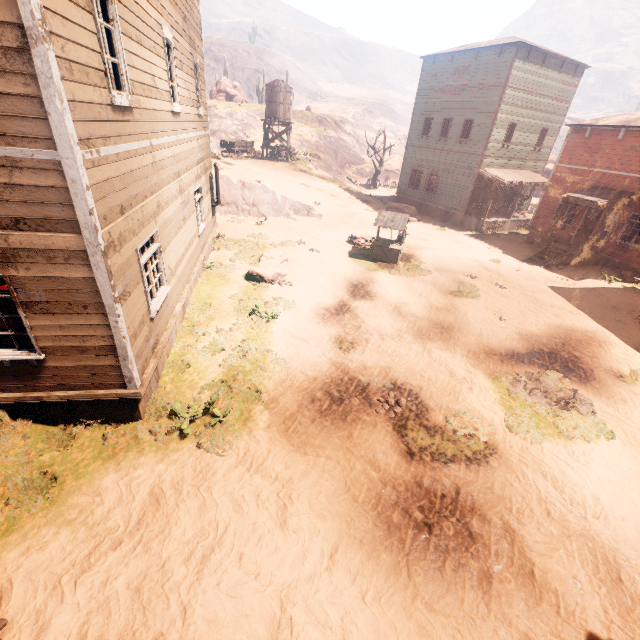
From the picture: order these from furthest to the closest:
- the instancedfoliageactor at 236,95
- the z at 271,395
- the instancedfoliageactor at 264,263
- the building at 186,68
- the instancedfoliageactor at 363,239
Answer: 1. the instancedfoliageactor at 236,95
2. the instancedfoliageactor at 363,239
3. the instancedfoliageactor at 264,263
4. the z at 271,395
5. the building at 186,68

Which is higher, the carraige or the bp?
the carraige

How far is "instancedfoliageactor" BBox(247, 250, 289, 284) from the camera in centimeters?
1286cm

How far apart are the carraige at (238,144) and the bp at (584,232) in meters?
27.6 m

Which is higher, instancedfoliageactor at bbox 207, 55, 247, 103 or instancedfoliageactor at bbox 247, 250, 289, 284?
instancedfoliageactor at bbox 207, 55, 247, 103

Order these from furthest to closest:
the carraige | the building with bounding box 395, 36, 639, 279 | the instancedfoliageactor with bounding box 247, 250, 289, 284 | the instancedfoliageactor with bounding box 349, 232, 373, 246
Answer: the carraige, the instancedfoliageactor with bounding box 349, 232, 373, 246, the building with bounding box 395, 36, 639, 279, the instancedfoliageactor with bounding box 247, 250, 289, 284

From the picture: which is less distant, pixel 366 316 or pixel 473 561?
pixel 473 561

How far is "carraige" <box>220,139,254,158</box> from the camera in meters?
29.8 m
